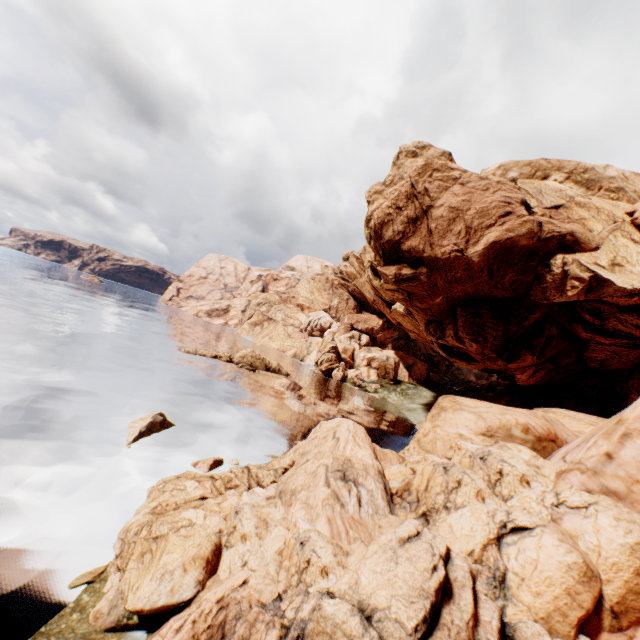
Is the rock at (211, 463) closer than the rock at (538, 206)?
No

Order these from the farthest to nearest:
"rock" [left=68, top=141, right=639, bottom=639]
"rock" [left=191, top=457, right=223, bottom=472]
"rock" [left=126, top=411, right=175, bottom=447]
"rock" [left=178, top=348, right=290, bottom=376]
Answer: "rock" [left=178, top=348, right=290, bottom=376] < "rock" [left=126, top=411, right=175, bottom=447] < "rock" [left=191, top=457, right=223, bottom=472] < "rock" [left=68, top=141, right=639, bottom=639]

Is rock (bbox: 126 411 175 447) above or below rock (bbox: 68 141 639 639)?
below

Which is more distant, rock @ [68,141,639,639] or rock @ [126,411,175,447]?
rock @ [126,411,175,447]

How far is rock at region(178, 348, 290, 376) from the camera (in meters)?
45.88

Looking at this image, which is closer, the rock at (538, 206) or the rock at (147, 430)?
the rock at (538, 206)

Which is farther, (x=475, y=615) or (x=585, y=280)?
(x=585, y=280)
